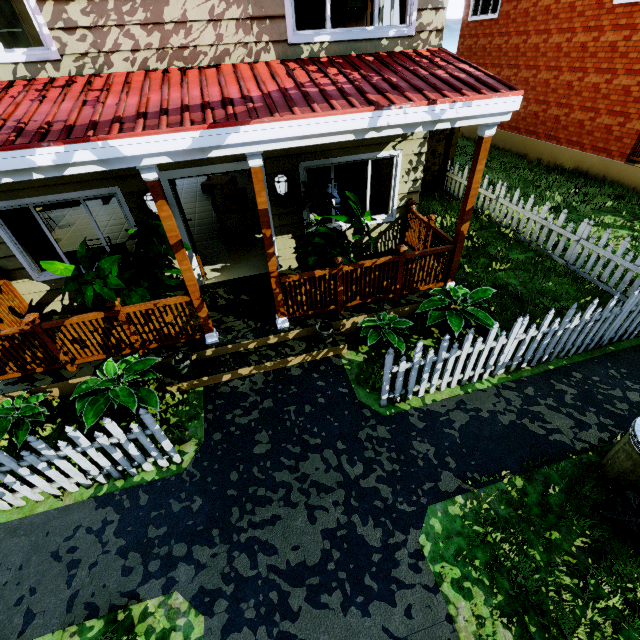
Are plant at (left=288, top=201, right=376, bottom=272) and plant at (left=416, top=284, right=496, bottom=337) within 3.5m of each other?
yes

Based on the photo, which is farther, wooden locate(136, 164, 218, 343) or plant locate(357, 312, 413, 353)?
plant locate(357, 312, 413, 353)

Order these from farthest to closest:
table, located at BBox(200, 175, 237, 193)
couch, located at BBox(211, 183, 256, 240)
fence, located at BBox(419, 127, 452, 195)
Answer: table, located at BBox(200, 175, 237, 193), fence, located at BBox(419, 127, 452, 195), couch, located at BBox(211, 183, 256, 240)

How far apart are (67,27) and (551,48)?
14.7 meters

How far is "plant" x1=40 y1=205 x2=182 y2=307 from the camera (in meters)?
4.27

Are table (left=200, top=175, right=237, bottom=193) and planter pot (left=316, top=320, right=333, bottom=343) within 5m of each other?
no

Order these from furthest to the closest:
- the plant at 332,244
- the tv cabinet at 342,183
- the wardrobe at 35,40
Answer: the tv cabinet at 342,183 → the wardrobe at 35,40 → the plant at 332,244

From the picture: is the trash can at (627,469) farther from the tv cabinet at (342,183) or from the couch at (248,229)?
Answer: the couch at (248,229)
